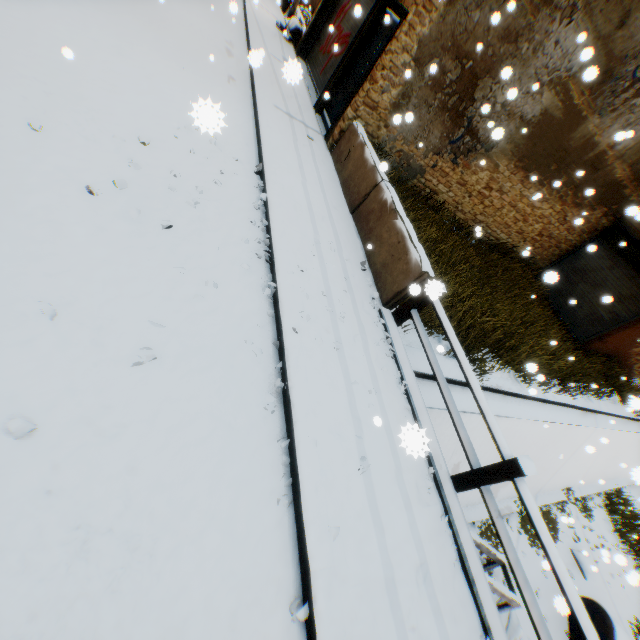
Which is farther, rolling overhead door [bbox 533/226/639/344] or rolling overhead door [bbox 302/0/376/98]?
rolling overhead door [bbox 533/226/639/344]

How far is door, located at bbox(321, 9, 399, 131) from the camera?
7.09m

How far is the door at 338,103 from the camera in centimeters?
709cm

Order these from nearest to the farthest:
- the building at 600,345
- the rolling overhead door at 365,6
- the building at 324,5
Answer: the rolling overhead door at 365,6 < the building at 324,5 < the building at 600,345

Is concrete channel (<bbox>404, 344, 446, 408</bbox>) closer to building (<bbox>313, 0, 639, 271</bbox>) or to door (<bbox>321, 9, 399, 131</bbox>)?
building (<bbox>313, 0, 639, 271</bbox>)

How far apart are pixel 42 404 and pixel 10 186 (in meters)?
2.04

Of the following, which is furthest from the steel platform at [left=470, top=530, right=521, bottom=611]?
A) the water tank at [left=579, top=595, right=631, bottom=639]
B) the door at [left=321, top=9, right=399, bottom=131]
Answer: the door at [left=321, top=9, right=399, bottom=131]

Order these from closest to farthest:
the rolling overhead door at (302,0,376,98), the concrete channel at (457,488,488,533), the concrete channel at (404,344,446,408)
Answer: the concrete channel at (404,344,446,408) → the concrete channel at (457,488,488,533) → the rolling overhead door at (302,0,376,98)
